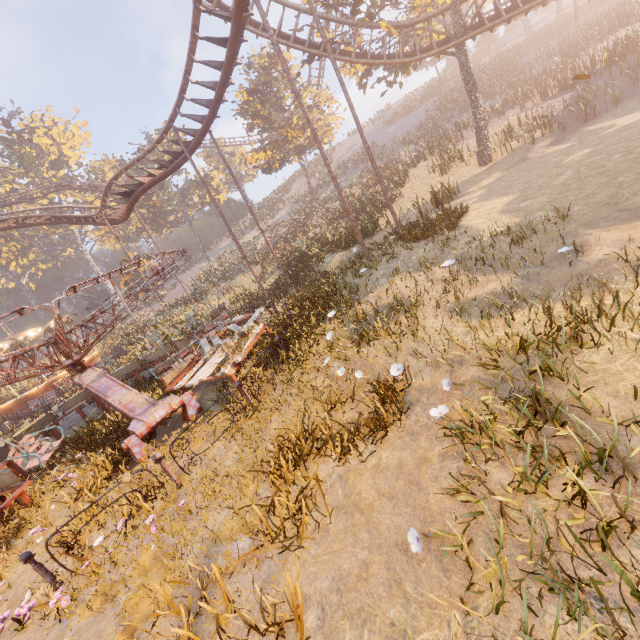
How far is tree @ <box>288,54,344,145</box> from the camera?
31.7m

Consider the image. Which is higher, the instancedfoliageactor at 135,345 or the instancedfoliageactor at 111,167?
the instancedfoliageactor at 111,167

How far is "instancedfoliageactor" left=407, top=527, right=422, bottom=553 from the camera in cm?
281

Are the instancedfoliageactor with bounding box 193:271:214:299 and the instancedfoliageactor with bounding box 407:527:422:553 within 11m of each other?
no

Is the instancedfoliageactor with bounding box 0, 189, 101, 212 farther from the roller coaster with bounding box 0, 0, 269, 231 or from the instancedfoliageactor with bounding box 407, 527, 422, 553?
the instancedfoliageactor with bounding box 407, 527, 422, 553

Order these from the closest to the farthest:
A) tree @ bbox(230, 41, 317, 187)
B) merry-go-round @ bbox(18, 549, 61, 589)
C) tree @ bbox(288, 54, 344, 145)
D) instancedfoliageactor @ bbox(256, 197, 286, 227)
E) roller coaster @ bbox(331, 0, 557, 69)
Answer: merry-go-round @ bbox(18, 549, 61, 589), roller coaster @ bbox(331, 0, 557, 69), tree @ bbox(230, 41, 317, 187), tree @ bbox(288, 54, 344, 145), instancedfoliageactor @ bbox(256, 197, 286, 227)

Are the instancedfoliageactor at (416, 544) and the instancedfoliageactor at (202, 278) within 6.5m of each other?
no

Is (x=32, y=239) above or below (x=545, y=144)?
above
